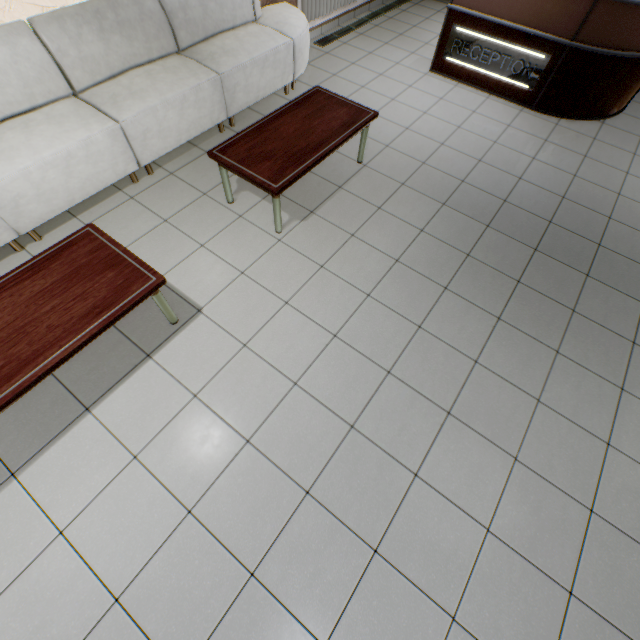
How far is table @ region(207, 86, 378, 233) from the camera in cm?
270

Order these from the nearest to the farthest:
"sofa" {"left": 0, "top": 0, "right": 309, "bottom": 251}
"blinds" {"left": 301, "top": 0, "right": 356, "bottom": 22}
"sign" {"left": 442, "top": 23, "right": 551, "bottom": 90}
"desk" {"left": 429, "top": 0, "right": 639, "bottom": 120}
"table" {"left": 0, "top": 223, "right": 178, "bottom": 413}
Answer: "table" {"left": 0, "top": 223, "right": 178, "bottom": 413}, "sofa" {"left": 0, "top": 0, "right": 309, "bottom": 251}, "desk" {"left": 429, "top": 0, "right": 639, "bottom": 120}, "sign" {"left": 442, "top": 23, "right": 551, "bottom": 90}, "blinds" {"left": 301, "top": 0, "right": 356, "bottom": 22}

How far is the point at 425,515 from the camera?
1.97m

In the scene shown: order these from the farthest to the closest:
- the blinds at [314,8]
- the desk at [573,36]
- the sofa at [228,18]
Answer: the blinds at [314,8], the desk at [573,36], the sofa at [228,18]

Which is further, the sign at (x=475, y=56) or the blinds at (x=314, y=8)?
the blinds at (x=314, y=8)

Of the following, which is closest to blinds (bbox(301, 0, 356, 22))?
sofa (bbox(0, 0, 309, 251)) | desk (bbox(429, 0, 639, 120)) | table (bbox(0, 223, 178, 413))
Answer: sofa (bbox(0, 0, 309, 251))

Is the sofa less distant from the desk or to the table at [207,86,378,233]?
the table at [207,86,378,233]

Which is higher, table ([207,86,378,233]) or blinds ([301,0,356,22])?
table ([207,86,378,233])
